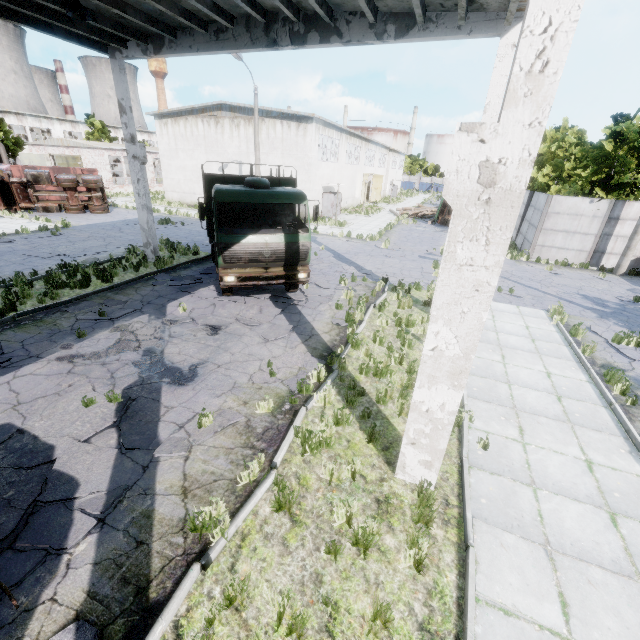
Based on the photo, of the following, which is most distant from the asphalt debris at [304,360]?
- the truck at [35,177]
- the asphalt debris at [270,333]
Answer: the truck at [35,177]

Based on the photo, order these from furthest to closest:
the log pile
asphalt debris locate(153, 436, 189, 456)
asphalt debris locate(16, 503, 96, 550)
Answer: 1. the log pile
2. asphalt debris locate(153, 436, 189, 456)
3. asphalt debris locate(16, 503, 96, 550)

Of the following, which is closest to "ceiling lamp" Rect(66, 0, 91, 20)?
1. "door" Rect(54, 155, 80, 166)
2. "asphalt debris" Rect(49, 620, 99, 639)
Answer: "asphalt debris" Rect(49, 620, 99, 639)

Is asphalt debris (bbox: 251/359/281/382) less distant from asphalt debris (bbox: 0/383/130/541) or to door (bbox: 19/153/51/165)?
asphalt debris (bbox: 0/383/130/541)

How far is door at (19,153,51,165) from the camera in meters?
37.4 m

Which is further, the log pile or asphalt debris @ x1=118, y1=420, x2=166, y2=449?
the log pile

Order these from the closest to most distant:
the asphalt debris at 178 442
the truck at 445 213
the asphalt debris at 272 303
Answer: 1. the asphalt debris at 178 442
2. the asphalt debris at 272 303
3. the truck at 445 213

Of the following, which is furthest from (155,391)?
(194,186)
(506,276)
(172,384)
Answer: (194,186)
